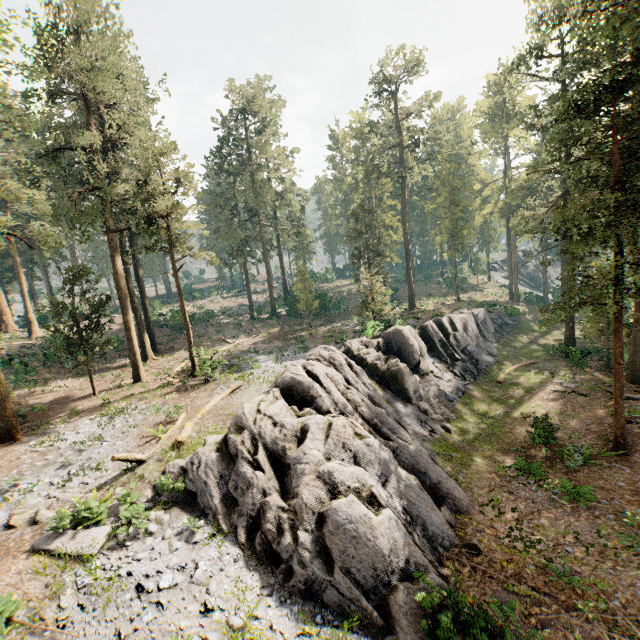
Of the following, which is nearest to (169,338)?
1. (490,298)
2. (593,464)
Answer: (593,464)

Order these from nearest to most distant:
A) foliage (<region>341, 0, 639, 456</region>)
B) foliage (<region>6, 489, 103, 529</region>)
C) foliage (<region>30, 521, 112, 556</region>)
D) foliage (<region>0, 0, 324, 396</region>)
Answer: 1. foliage (<region>30, 521, 112, 556</region>)
2. foliage (<region>6, 489, 103, 529</region>)
3. foliage (<region>341, 0, 639, 456</region>)
4. foliage (<region>0, 0, 324, 396</region>)

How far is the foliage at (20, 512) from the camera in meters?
10.7

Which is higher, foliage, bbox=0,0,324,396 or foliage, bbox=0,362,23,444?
foliage, bbox=0,0,324,396

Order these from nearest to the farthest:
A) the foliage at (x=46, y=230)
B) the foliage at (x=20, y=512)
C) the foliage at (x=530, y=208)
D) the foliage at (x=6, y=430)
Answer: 1. the foliage at (x=20, y=512)
2. the foliage at (x=530, y=208)
3. the foliage at (x=6, y=430)
4. the foliage at (x=46, y=230)

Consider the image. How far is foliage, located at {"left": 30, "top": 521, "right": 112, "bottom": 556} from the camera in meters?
9.6

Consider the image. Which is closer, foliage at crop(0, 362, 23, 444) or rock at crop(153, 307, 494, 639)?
rock at crop(153, 307, 494, 639)
